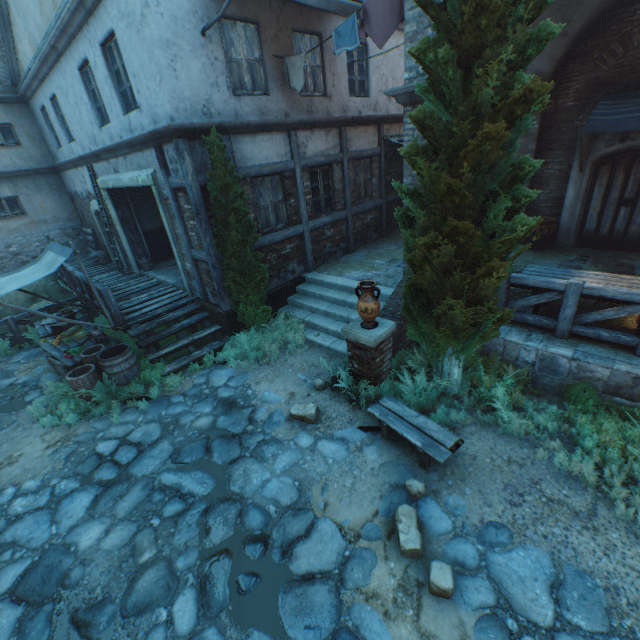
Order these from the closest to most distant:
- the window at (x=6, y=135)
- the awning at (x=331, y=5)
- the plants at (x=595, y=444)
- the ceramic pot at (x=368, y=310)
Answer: the plants at (x=595, y=444) < the ceramic pot at (x=368, y=310) < the awning at (x=331, y=5) < the window at (x=6, y=135)

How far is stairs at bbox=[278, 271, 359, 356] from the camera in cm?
771

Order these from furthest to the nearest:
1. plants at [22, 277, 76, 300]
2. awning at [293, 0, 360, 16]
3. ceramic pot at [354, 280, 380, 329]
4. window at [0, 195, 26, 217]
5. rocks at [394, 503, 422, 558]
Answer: window at [0, 195, 26, 217] → plants at [22, 277, 76, 300] → awning at [293, 0, 360, 16] → ceramic pot at [354, 280, 380, 329] → rocks at [394, 503, 422, 558]

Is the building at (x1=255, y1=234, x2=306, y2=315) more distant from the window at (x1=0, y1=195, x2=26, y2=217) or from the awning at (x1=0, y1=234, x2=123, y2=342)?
the awning at (x1=0, y1=234, x2=123, y2=342)

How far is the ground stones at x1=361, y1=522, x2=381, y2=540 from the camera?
3.88m

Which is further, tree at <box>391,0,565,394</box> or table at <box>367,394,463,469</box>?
table at <box>367,394,463,469</box>

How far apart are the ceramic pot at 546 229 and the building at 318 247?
Answer: 5.17m

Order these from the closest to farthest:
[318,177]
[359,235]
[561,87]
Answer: [561,87] < [318,177] < [359,235]
